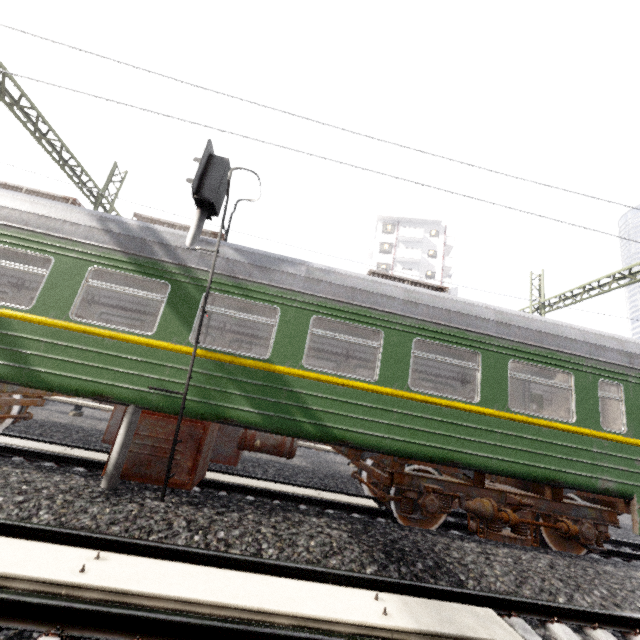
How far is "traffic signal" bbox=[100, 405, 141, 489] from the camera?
4.5m

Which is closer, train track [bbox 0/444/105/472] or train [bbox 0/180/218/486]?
train [bbox 0/180/218/486]

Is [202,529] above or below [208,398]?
below

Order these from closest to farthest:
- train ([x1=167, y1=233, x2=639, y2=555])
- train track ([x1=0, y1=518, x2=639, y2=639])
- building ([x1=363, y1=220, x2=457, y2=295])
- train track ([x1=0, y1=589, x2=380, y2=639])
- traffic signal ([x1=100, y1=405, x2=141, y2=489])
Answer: train track ([x1=0, y1=589, x2=380, y2=639]) < train track ([x1=0, y1=518, x2=639, y2=639]) < traffic signal ([x1=100, y1=405, x2=141, y2=489]) < train ([x1=167, y1=233, x2=639, y2=555]) < building ([x1=363, y1=220, x2=457, y2=295])

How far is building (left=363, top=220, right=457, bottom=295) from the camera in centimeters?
3981cm

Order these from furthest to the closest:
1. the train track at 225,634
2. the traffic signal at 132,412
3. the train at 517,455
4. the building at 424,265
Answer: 1. the building at 424,265
2. the train at 517,455
3. the traffic signal at 132,412
4. the train track at 225,634

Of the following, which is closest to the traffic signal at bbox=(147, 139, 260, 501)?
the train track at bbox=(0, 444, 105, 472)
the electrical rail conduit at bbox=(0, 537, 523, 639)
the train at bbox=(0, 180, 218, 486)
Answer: the train at bbox=(0, 180, 218, 486)

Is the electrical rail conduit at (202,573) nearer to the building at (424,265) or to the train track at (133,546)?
the train track at (133,546)
